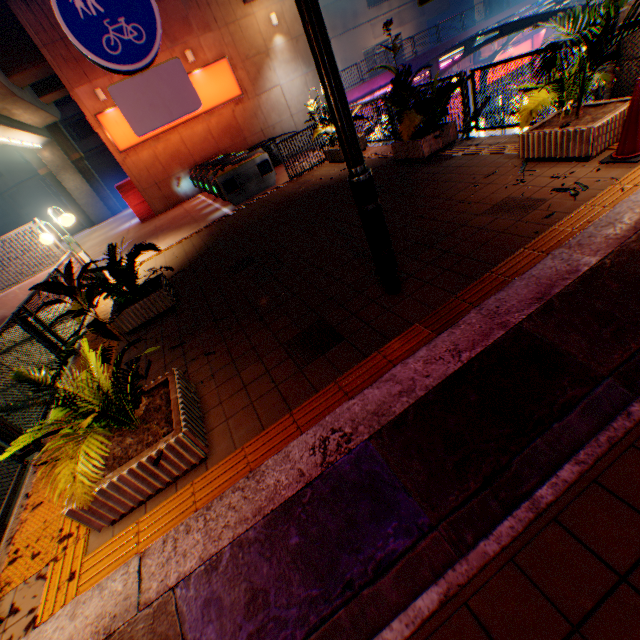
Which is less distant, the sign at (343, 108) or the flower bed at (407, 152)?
the sign at (343, 108)

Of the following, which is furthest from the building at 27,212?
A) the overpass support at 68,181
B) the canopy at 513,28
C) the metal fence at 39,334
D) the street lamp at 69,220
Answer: the street lamp at 69,220

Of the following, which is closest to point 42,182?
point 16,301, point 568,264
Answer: point 16,301

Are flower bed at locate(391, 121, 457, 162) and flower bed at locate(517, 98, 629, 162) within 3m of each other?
yes

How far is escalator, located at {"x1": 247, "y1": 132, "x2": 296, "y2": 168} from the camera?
14.0 meters

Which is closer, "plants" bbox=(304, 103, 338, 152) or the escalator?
"plants" bbox=(304, 103, 338, 152)

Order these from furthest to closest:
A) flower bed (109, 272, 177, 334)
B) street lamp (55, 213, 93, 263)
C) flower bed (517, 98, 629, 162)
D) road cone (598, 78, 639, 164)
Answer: street lamp (55, 213, 93, 263), flower bed (109, 272, 177, 334), flower bed (517, 98, 629, 162), road cone (598, 78, 639, 164)

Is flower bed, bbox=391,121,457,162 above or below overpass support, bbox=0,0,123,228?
below
